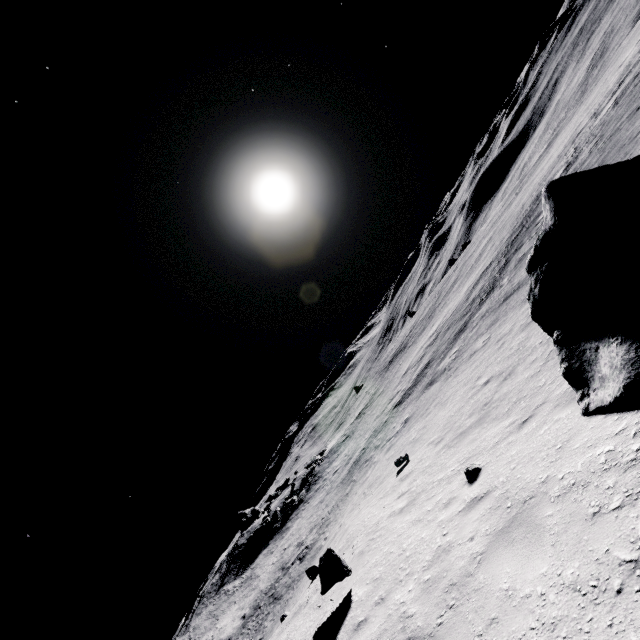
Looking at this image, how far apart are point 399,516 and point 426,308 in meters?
38.5 m

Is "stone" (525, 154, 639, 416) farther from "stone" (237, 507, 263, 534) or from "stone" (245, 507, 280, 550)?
"stone" (237, 507, 263, 534)

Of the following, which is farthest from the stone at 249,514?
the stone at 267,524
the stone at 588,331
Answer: the stone at 588,331

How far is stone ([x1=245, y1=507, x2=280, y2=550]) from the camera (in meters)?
34.59

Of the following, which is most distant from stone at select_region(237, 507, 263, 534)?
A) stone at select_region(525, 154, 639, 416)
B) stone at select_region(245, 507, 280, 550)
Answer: stone at select_region(525, 154, 639, 416)

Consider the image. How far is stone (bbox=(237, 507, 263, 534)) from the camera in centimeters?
4562cm
